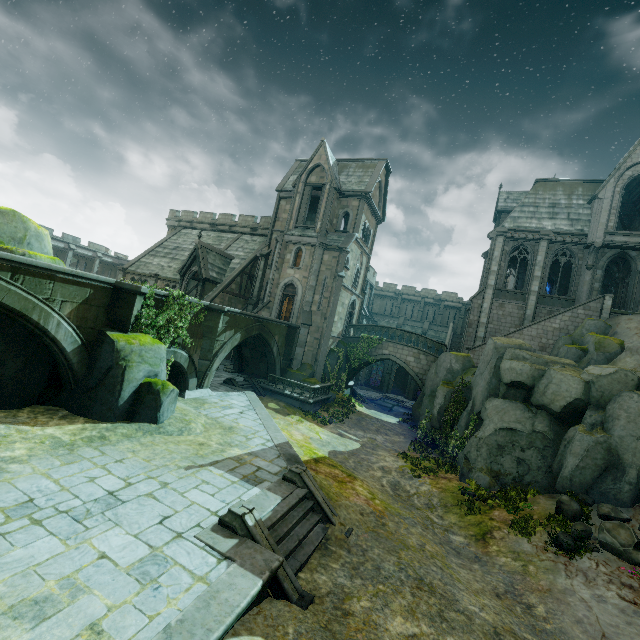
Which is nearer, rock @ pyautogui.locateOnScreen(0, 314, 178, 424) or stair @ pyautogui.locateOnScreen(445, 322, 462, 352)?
rock @ pyautogui.locateOnScreen(0, 314, 178, 424)

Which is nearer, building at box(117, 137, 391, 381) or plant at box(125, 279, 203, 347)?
plant at box(125, 279, 203, 347)

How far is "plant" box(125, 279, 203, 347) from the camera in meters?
13.5 m

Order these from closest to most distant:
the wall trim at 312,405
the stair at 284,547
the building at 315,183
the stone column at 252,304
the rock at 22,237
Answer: the stair at 284,547 < the rock at 22,237 < the wall trim at 312,405 < the building at 315,183 < the stone column at 252,304

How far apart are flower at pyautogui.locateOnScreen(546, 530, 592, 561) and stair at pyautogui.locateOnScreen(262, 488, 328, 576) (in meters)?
7.94

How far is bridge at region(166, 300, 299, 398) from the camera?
16.42m

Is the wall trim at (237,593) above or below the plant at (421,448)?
above

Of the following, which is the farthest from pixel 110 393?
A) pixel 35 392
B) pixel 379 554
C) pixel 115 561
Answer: pixel 379 554
